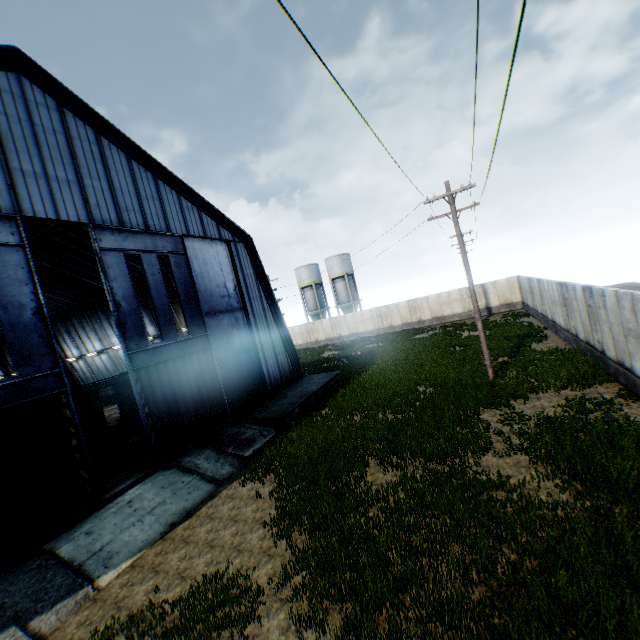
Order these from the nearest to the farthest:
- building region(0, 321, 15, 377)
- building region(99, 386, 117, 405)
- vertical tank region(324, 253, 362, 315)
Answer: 1. building region(99, 386, 117, 405)
2. building region(0, 321, 15, 377)
3. vertical tank region(324, 253, 362, 315)

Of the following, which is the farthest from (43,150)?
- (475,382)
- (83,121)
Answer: A: (475,382)

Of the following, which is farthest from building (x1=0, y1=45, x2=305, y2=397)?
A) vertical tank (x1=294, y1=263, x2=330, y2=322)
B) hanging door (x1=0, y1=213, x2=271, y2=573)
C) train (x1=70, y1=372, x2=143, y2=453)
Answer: vertical tank (x1=294, y1=263, x2=330, y2=322)

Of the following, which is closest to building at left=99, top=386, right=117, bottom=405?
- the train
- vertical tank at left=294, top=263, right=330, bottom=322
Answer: the train

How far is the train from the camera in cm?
1848

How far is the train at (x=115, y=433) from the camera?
18.48m

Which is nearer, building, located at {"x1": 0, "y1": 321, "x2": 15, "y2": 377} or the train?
the train

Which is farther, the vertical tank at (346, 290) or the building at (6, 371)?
the vertical tank at (346, 290)
